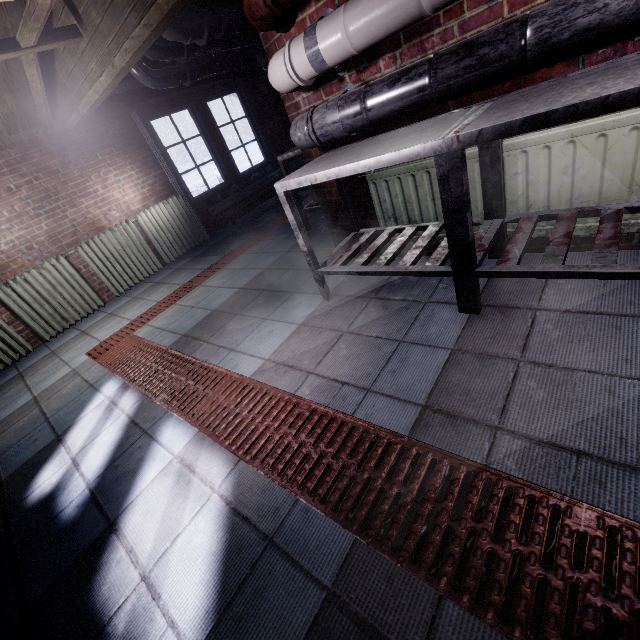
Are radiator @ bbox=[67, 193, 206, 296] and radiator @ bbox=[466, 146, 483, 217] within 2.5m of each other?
no

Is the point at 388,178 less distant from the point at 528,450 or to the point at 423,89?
the point at 423,89

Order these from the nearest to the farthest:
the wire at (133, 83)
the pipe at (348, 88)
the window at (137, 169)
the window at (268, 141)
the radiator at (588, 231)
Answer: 1. the pipe at (348, 88)
2. the radiator at (588, 231)
3. the wire at (133, 83)
4. the window at (137, 169)
5. the window at (268, 141)

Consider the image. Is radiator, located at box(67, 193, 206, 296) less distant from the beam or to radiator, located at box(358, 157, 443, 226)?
the beam

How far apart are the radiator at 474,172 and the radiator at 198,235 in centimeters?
380cm

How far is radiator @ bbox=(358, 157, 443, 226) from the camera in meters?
2.0

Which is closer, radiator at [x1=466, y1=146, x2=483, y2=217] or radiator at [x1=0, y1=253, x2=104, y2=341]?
radiator at [x1=466, y1=146, x2=483, y2=217]

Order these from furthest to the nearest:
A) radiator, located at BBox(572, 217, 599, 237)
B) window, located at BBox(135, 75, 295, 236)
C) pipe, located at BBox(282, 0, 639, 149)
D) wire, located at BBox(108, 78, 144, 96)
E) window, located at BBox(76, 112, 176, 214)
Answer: window, located at BBox(135, 75, 295, 236)
window, located at BBox(76, 112, 176, 214)
wire, located at BBox(108, 78, 144, 96)
radiator, located at BBox(572, 217, 599, 237)
pipe, located at BBox(282, 0, 639, 149)
